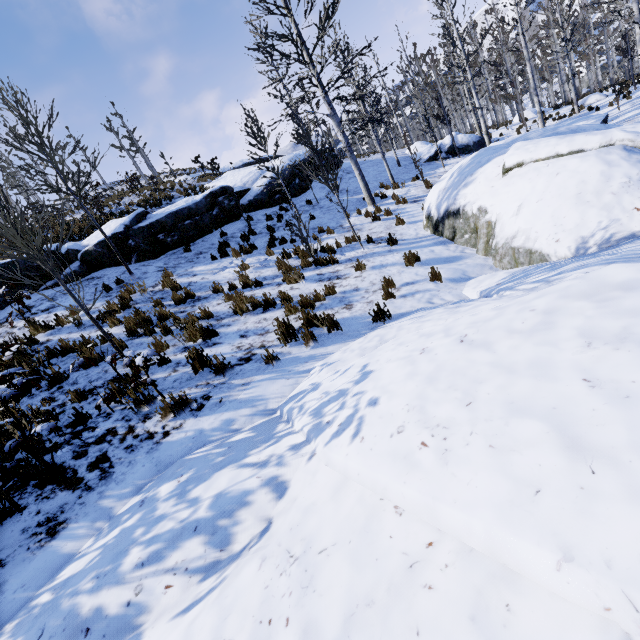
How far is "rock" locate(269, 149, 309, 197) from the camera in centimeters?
1712cm

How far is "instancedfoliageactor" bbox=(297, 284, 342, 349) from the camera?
5.37m

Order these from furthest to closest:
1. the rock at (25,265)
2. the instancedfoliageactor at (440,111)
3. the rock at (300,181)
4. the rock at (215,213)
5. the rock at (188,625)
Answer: the rock at (300,181)
the instancedfoliageactor at (440,111)
the rock at (215,213)
the rock at (25,265)
the rock at (188,625)

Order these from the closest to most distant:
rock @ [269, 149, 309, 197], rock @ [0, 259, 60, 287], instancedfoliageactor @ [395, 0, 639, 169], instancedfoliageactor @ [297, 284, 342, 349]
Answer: instancedfoliageactor @ [297, 284, 342, 349] < rock @ [0, 259, 60, 287] < instancedfoliageactor @ [395, 0, 639, 169] < rock @ [269, 149, 309, 197]

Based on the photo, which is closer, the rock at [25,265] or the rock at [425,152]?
the rock at [25,265]

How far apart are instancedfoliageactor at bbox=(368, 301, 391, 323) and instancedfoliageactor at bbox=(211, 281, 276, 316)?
2.4 meters

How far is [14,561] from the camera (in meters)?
2.88
